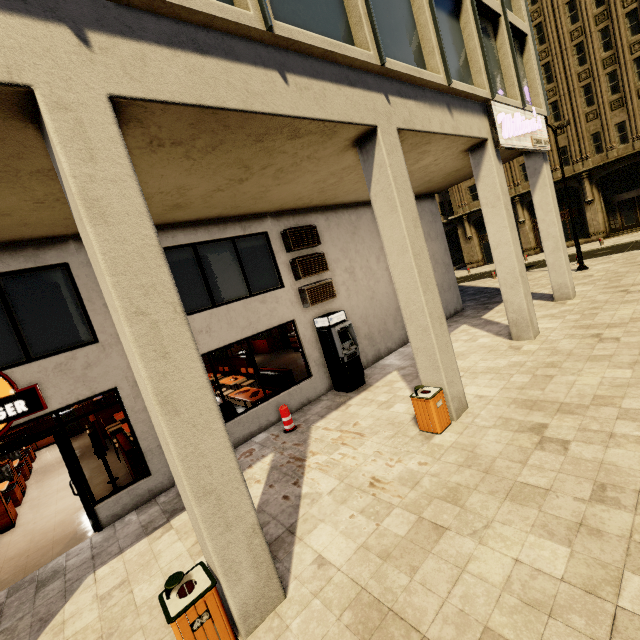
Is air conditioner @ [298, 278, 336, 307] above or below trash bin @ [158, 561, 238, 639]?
above

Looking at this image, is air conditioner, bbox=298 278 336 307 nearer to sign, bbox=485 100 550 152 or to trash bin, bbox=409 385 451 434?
trash bin, bbox=409 385 451 434

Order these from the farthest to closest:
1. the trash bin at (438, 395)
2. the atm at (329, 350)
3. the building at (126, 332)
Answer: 1. the atm at (329, 350)
2. the trash bin at (438, 395)
3. the building at (126, 332)

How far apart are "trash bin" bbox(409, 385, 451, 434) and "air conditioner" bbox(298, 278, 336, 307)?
4.39m

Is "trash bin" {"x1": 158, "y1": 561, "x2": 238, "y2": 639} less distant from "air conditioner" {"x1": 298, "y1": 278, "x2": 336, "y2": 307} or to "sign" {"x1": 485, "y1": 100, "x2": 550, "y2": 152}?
"air conditioner" {"x1": 298, "y1": 278, "x2": 336, "y2": 307}

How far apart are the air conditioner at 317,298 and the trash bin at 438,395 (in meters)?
4.39

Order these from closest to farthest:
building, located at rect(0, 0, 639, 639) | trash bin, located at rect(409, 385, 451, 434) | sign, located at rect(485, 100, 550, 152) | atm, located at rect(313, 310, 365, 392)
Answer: building, located at rect(0, 0, 639, 639) < trash bin, located at rect(409, 385, 451, 434) < sign, located at rect(485, 100, 550, 152) < atm, located at rect(313, 310, 365, 392)

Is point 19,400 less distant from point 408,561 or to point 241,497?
point 241,497
